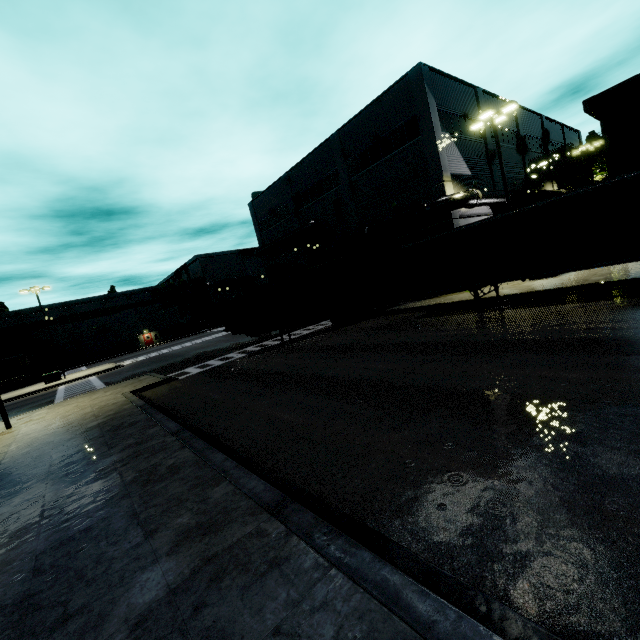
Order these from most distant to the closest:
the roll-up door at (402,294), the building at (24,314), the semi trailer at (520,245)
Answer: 1. the building at (24,314)
2. the roll-up door at (402,294)
3. the semi trailer at (520,245)

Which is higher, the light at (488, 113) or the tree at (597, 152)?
the light at (488, 113)

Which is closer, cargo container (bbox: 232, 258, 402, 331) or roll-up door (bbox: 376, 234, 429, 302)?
cargo container (bbox: 232, 258, 402, 331)

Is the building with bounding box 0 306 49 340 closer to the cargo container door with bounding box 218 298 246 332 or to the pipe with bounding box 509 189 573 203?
the pipe with bounding box 509 189 573 203

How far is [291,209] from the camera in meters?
33.7

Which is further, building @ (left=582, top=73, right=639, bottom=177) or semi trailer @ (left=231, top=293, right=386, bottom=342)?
building @ (left=582, top=73, right=639, bottom=177)

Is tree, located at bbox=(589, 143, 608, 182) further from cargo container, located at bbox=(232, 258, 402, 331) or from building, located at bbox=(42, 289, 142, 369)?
cargo container, located at bbox=(232, 258, 402, 331)

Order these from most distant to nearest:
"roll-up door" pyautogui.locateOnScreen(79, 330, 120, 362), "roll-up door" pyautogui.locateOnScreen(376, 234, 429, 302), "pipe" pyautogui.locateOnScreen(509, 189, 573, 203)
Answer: "roll-up door" pyautogui.locateOnScreen(79, 330, 120, 362)
"roll-up door" pyautogui.locateOnScreen(376, 234, 429, 302)
"pipe" pyautogui.locateOnScreen(509, 189, 573, 203)
